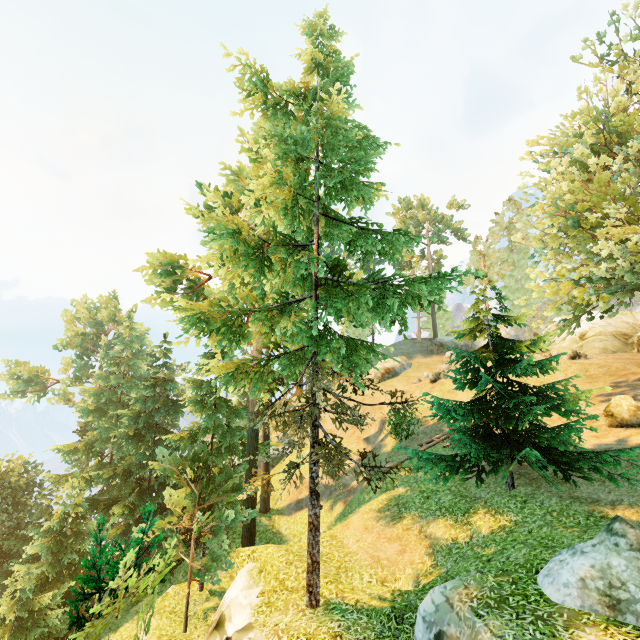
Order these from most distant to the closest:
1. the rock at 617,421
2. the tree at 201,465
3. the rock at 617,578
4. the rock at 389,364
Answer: the rock at 389,364
the rock at 617,421
the tree at 201,465
the rock at 617,578

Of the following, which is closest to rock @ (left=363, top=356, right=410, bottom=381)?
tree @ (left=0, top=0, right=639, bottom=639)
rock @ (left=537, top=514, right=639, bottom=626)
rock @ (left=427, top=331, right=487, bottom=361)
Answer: rock @ (left=427, top=331, right=487, bottom=361)

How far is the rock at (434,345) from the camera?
35.7m

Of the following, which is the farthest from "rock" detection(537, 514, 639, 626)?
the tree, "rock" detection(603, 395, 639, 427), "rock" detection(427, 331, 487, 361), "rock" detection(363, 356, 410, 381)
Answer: "rock" detection(427, 331, 487, 361)

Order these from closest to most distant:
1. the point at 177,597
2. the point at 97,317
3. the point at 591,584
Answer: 1. the point at 591,584
2. the point at 177,597
3. the point at 97,317

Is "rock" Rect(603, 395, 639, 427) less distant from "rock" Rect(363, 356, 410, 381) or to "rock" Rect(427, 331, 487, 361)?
"rock" Rect(427, 331, 487, 361)

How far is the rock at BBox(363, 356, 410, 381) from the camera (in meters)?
35.44

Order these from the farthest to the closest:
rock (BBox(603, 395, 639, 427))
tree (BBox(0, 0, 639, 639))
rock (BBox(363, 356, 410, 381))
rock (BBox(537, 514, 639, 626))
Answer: rock (BBox(363, 356, 410, 381)) < rock (BBox(603, 395, 639, 427)) < tree (BBox(0, 0, 639, 639)) < rock (BBox(537, 514, 639, 626))
